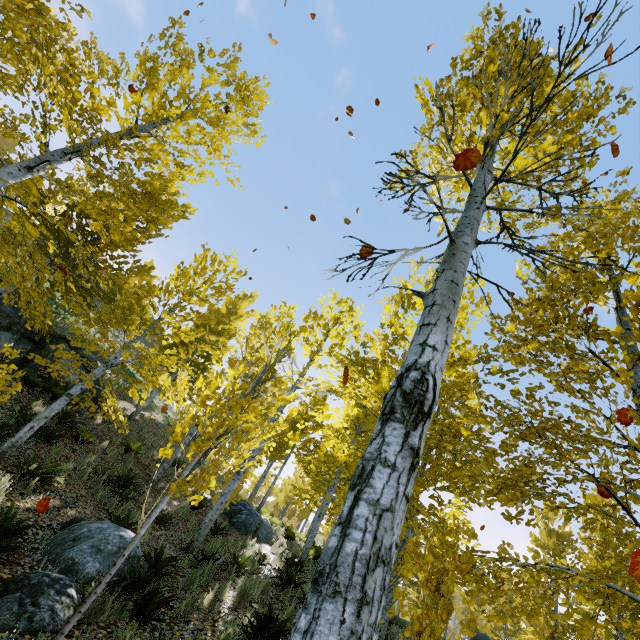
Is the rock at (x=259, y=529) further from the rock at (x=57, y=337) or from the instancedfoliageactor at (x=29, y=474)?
the rock at (x=57, y=337)

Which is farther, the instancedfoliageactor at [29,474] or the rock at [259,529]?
the rock at [259,529]

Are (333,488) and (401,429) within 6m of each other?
no

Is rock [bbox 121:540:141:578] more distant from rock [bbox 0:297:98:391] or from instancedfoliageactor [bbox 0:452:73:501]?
rock [bbox 0:297:98:391]

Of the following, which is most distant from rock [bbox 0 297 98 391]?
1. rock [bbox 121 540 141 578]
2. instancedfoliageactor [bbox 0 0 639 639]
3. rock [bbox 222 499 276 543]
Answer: rock [bbox 121 540 141 578]

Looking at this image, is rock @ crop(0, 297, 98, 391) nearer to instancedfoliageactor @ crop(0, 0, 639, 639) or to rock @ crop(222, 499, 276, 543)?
instancedfoliageactor @ crop(0, 0, 639, 639)

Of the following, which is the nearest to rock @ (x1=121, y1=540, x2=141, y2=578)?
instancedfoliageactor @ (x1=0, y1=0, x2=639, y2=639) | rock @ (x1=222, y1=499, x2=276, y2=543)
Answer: instancedfoliageactor @ (x1=0, y1=0, x2=639, y2=639)

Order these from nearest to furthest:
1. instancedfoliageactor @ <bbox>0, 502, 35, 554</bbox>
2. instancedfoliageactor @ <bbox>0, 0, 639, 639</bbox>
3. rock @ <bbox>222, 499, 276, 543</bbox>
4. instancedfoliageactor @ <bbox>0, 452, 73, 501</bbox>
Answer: instancedfoliageactor @ <bbox>0, 0, 639, 639</bbox>
instancedfoliageactor @ <bbox>0, 502, 35, 554</bbox>
instancedfoliageactor @ <bbox>0, 452, 73, 501</bbox>
rock @ <bbox>222, 499, 276, 543</bbox>
